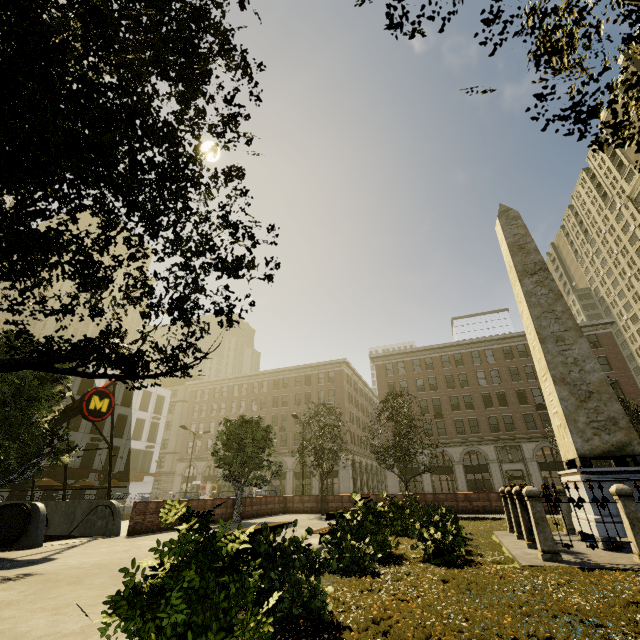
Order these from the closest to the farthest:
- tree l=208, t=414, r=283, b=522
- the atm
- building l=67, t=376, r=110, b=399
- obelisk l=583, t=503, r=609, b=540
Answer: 1. obelisk l=583, t=503, r=609, b=540
2. tree l=208, t=414, r=283, b=522
3. building l=67, t=376, r=110, b=399
4. the atm

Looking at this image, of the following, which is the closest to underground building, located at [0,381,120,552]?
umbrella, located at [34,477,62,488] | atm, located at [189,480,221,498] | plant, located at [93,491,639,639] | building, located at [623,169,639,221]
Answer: umbrella, located at [34,477,62,488]

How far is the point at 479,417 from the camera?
41.1m

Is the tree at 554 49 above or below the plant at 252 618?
above

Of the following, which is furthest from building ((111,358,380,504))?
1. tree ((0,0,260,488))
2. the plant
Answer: the plant

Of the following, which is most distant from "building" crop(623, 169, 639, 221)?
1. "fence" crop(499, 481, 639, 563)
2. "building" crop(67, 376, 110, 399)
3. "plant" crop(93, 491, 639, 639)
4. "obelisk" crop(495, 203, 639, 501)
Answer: "obelisk" crop(495, 203, 639, 501)

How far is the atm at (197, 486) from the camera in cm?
4828

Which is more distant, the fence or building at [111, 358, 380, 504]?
building at [111, 358, 380, 504]
